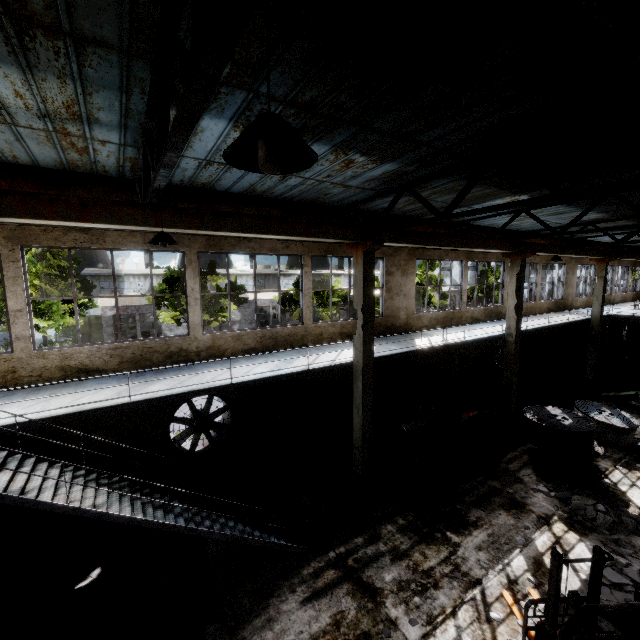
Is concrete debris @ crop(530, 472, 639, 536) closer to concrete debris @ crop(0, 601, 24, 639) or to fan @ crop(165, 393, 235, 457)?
concrete debris @ crop(0, 601, 24, 639)

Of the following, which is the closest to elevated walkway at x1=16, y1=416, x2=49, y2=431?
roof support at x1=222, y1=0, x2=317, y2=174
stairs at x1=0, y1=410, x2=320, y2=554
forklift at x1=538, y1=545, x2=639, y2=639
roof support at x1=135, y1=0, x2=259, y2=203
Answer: stairs at x1=0, y1=410, x2=320, y2=554

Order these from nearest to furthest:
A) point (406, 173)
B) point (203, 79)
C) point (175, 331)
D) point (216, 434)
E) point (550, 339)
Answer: point (203, 79) → point (406, 173) → point (216, 434) → point (550, 339) → point (175, 331)

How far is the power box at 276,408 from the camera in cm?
1119

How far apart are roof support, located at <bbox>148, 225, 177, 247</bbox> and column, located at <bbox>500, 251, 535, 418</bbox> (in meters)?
14.36

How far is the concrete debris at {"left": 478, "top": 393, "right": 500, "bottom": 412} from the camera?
16.22m

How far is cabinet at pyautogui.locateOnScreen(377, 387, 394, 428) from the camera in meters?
14.3 m

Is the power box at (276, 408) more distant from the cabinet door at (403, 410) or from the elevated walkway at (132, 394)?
the cabinet door at (403, 410)
